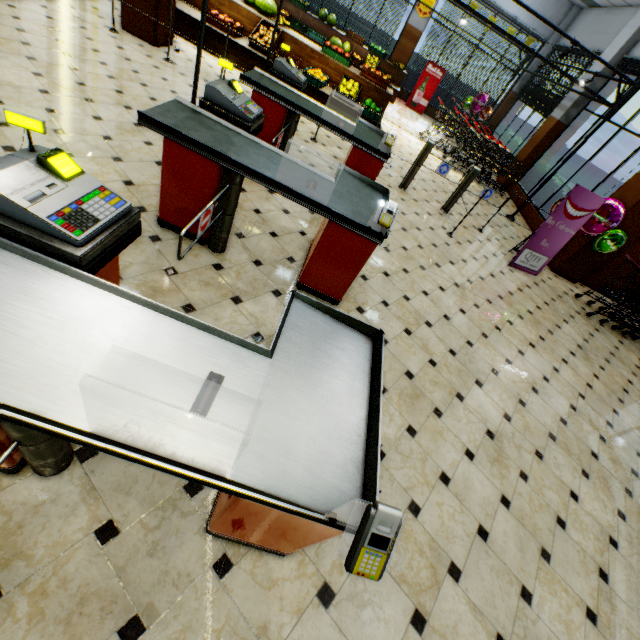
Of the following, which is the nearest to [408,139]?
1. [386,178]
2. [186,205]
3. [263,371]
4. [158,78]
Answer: [386,178]

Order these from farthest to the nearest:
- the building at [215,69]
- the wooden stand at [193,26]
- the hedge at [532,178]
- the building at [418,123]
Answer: the building at [418,123] < the hedge at [532,178] < the wooden stand at [193,26] < the building at [215,69]

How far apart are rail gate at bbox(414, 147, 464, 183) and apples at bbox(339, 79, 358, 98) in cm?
252

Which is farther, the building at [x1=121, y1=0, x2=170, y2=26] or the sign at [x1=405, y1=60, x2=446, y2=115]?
the sign at [x1=405, y1=60, x2=446, y2=115]

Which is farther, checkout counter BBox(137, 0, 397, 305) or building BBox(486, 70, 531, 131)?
building BBox(486, 70, 531, 131)

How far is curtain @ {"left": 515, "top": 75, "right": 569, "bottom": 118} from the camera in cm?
1027

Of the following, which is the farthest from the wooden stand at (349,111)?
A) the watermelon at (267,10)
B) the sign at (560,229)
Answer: the sign at (560,229)

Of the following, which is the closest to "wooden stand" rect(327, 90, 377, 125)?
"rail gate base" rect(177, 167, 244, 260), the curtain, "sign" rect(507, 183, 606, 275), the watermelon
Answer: the watermelon
